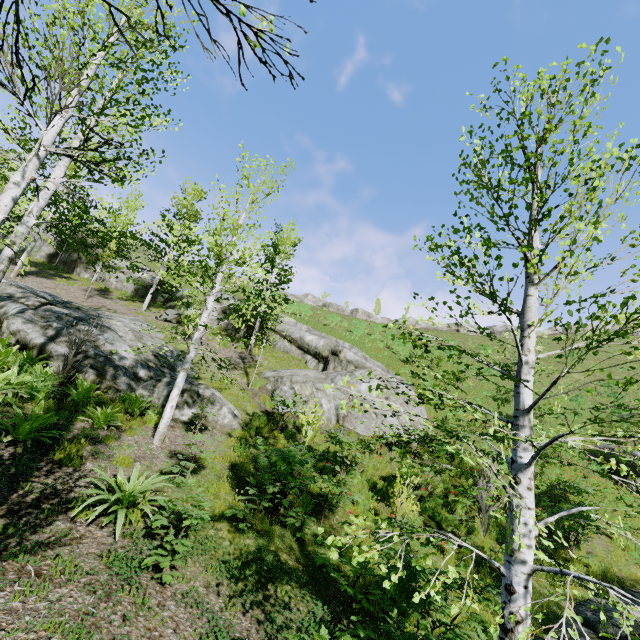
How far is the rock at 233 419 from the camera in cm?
993

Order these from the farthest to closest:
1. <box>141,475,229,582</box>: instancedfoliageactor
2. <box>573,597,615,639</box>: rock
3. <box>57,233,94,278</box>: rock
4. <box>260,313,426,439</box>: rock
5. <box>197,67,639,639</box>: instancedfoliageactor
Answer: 1. <box>57,233,94,278</box>: rock
2. <box>260,313,426,439</box>: rock
3. <box>573,597,615,639</box>: rock
4. <box>141,475,229,582</box>: instancedfoliageactor
5. <box>197,67,639,639</box>: instancedfoliageactor

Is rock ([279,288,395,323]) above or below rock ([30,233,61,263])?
above

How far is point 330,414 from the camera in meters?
14.5 m

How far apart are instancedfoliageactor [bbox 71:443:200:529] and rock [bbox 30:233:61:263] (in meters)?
30.30

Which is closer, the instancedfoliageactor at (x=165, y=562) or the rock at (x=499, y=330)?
the instancedfoliageactor at (x=165, y=562)

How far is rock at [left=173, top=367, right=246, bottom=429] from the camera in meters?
9.9

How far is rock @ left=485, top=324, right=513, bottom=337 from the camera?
46.7 meters
